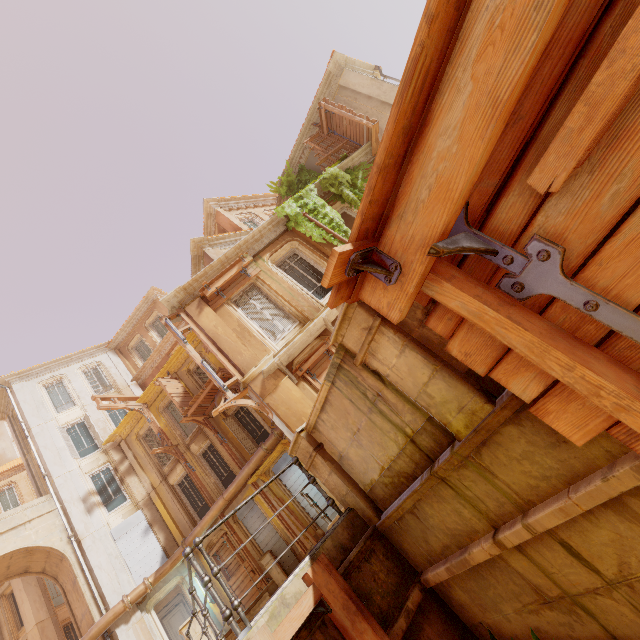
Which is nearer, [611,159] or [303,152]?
[611,159]

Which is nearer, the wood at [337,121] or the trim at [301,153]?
the wood at [337,121]

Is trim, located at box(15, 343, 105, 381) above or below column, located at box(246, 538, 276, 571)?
above

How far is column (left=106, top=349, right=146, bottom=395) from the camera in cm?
2275

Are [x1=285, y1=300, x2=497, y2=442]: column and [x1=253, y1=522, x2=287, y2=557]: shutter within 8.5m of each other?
no

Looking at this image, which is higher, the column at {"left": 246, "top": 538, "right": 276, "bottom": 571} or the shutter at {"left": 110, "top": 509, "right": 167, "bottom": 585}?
the shutter at {"left": 110, "top": 509, "right": 167, "bottom": 585}

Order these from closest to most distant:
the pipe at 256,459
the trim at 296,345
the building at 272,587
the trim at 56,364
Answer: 1. the trim at 296,345
2. the building at 272,587
3. the pipe at 256,459
4. the trim at 56,364

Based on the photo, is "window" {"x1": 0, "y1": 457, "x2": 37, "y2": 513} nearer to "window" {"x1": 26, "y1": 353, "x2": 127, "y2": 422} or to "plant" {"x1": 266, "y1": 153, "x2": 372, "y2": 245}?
"window" {"x1": 26, "y1": 353, "x2": 127, "y2": 422}
